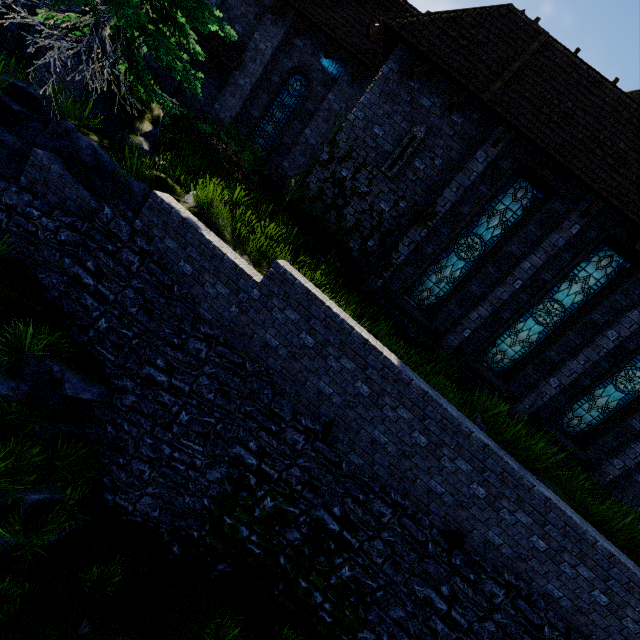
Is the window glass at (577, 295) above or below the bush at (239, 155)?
above

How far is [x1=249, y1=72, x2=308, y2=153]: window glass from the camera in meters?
12.8 m

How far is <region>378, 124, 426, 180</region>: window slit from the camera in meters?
9.4

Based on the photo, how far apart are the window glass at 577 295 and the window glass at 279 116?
11.2 meters

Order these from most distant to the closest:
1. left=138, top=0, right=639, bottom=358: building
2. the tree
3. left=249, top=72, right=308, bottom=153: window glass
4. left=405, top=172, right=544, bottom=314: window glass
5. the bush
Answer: left=249, top=72, right=308, bottom=153: window glass, the bush, left=405, top=172, right=544, bottom=314: window glass, left=138, top=0, right=639, bottom=358: building, the tree

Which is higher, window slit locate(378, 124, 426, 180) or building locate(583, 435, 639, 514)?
window slit locate(378, 124, 426, 180)

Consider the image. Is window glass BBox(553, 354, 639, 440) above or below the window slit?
below

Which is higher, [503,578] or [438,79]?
[438,79]
